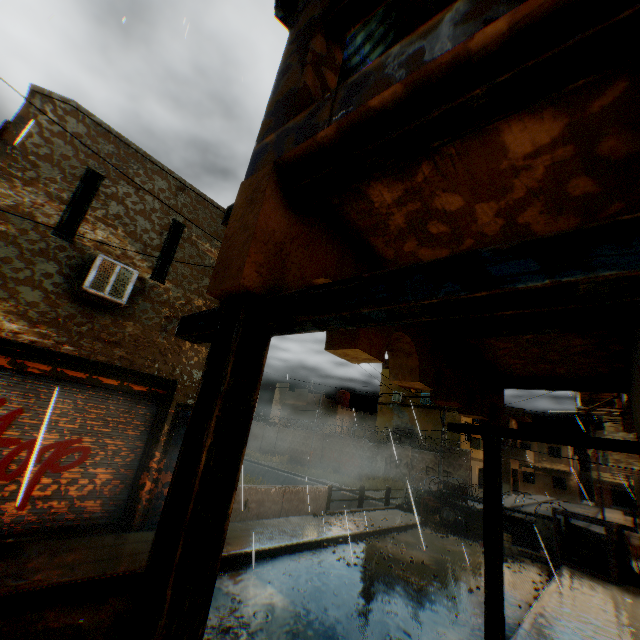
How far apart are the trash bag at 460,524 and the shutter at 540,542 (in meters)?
2.37

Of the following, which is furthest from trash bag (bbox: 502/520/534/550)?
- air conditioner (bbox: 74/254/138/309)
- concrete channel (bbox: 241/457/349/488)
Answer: air conditioner (bbox: 74/254/138/309)

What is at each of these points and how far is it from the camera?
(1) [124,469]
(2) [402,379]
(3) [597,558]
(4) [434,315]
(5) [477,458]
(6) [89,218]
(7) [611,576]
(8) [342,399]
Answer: (1) rolling overhead door, 7.4 meters
(2) building, 2.7 meters
(3) concrete block, 11.2 meters
(4) wooden beam, 1.0 meters
(5) building, 25.4 meters
(6) building, 7.1 meters
(7) steel platform, 9.7 meters
(8) water tank, 38.1 meters

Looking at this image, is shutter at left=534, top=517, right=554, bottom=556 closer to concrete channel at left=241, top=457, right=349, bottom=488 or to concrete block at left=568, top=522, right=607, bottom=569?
concrete block at left=568, top=522, right=607, bottom=569

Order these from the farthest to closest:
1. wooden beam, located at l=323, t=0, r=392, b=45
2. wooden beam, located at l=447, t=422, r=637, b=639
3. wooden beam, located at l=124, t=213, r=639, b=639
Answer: wooden beam, located at l=447, t=422, r=637, b=639
wooden beam, located at l=323, t=0, r=392, b=45
wooden beam, located at l=124, t=213, r=639, b=639

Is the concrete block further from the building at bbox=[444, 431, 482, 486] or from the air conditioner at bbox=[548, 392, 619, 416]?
the air conditioner at bbox=[548, 392, 619, 416]

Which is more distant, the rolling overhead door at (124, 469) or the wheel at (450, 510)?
the wheel at (450, 510)

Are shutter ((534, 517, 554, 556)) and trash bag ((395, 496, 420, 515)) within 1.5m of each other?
no
